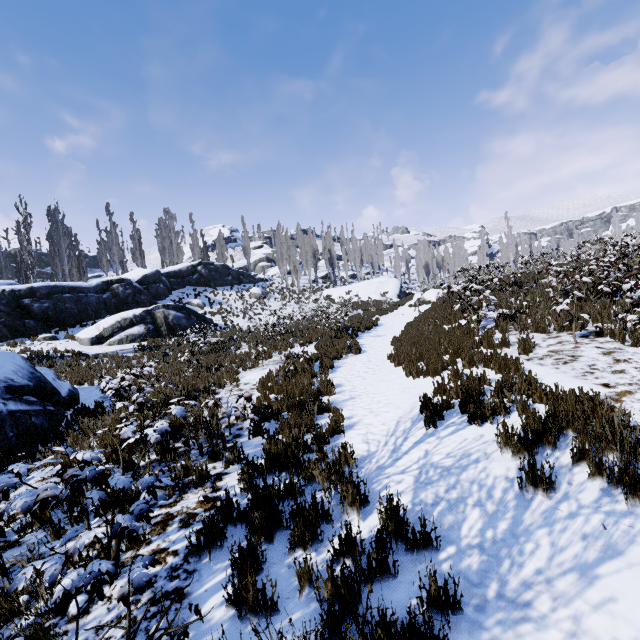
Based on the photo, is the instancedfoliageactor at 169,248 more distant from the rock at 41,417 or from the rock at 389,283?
the rock at 41,417

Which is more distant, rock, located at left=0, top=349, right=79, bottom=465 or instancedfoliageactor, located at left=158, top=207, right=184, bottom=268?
instancedfoliageactor, located at left=158, top=207, right=184, bottom=268

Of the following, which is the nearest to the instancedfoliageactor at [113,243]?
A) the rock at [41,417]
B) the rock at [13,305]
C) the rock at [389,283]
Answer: the rock at [389,283]

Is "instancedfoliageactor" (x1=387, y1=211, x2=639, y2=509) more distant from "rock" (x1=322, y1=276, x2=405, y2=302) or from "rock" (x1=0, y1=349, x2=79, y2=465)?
"rock" (x1=0, y1=349, x2=79, y2=465)

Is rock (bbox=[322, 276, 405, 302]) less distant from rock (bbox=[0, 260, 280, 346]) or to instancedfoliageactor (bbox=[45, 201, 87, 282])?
instancedfoliageactor (bbox=[45, 201, 87, 282])

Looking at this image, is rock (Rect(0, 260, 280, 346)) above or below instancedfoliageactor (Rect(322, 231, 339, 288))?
below

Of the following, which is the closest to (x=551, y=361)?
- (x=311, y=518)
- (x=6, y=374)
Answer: (x=311, y=518)

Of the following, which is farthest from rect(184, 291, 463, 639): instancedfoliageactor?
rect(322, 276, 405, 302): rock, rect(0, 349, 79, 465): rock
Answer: rect(0, 349, 79, 465): rock
